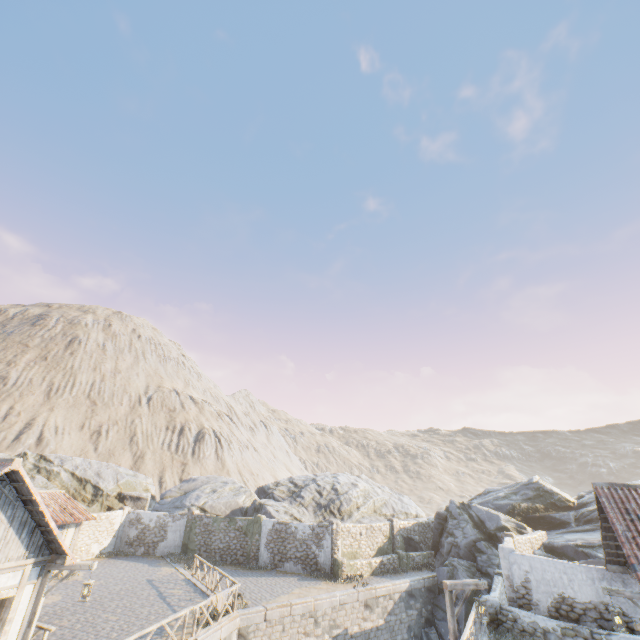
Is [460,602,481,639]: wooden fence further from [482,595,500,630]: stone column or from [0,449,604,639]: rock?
[0,449,604,639]: rock

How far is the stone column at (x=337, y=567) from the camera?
21.0 meters

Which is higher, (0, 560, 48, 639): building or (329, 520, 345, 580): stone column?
(0, 560, 48, 639): building

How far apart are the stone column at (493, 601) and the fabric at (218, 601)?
11.67m

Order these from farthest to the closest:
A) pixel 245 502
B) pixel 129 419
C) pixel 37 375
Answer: pixel 129 419 < pixel 37 375 < pixel 245 502

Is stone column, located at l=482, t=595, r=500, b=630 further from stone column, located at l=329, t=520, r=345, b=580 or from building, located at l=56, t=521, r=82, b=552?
building, located at l=56, t=521, r=82, b=552

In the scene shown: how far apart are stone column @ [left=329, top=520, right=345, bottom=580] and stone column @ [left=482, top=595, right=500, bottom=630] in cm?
894

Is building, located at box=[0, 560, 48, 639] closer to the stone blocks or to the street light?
the stone blocks
